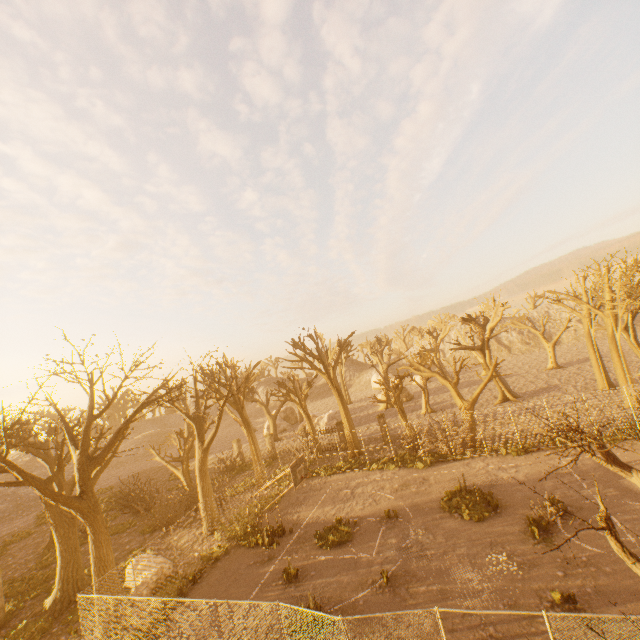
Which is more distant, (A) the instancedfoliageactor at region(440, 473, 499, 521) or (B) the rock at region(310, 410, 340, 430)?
(B) the rock at region(310, 410, 340, 430)

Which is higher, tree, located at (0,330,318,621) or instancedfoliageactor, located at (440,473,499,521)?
tree, located at (0,330,318,621)

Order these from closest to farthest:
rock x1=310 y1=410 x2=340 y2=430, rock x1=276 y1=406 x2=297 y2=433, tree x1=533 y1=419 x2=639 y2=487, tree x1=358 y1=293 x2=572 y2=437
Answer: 1. tree x1=533 y1=419 x2=639 y2=487
2. tree x1=358 y1=293 x2=572 y2=437
3. rock x1=310 y1=410 x2=340 y2=430
4. rock x1=276 y1=406 x2=297 y2=433

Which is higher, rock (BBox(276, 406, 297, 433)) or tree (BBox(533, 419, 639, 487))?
tree (BBox(533, 419, 639, 487))

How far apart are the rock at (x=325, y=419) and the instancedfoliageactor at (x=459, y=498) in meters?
22.4 m

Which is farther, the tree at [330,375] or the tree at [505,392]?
the tree at [330,375]

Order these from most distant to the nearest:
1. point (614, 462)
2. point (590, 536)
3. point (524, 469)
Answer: point (524, 469), point (590, 536), point (614, 462)

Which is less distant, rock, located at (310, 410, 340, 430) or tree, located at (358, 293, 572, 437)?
tree, located at (358, 293, 572, 437)
